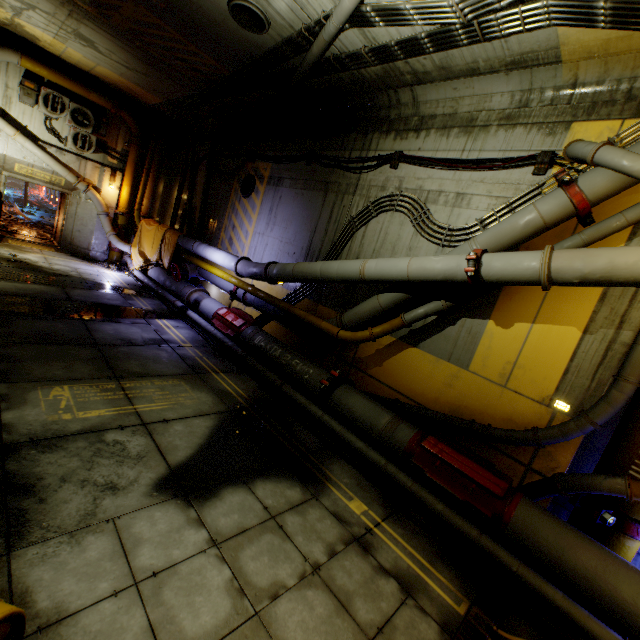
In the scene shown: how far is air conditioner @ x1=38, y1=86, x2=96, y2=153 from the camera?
11.80m

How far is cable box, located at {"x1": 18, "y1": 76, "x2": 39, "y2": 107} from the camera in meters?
11.4

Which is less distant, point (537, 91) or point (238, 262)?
point (537, 91)

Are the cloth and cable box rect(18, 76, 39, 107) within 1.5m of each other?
no

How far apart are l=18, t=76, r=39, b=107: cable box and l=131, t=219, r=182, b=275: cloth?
4.92m

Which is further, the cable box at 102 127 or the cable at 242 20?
the cable box at 102 127

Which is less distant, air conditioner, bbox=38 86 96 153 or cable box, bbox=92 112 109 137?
air conditioner, bbox=38 86 96 153

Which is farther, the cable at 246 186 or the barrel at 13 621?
the cable at 246 186
